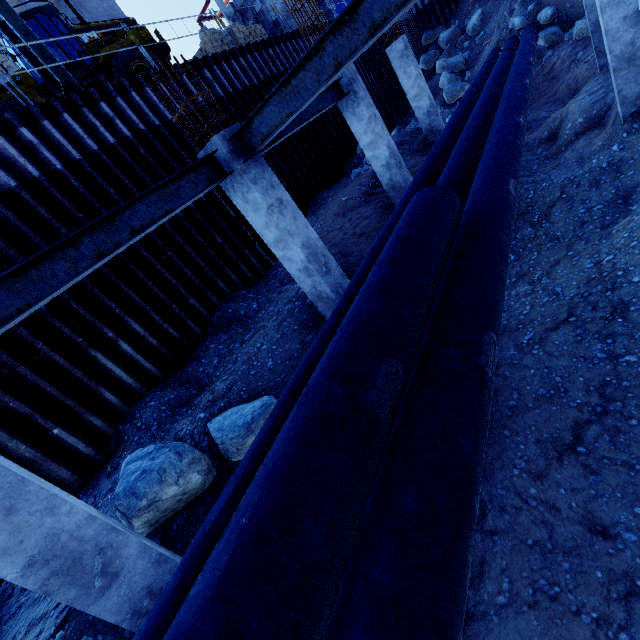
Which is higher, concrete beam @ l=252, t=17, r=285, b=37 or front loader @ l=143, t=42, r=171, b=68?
front loader @ l=143, t=42, r=171, b=68

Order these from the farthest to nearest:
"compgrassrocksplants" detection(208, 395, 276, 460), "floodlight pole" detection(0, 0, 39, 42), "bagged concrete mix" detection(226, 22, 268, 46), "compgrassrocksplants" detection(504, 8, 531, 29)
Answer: "compgrassrocksplants" detection(504, 8, 531, 29), "bagged concrete mix" detection(226, 22, 268, 46), "floodlight pole" detection(0, 0, 39, 42), "compgrassrocksplants" detection(208, 395, 276, 460)

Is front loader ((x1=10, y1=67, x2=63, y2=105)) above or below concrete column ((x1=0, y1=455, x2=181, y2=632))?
above

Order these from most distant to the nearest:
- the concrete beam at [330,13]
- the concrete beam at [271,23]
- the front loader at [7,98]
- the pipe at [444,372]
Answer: the concrete beam at [330,13] → the concrete beam at [271,23] → the front loader at [7,98] → the pipe at [444,372]

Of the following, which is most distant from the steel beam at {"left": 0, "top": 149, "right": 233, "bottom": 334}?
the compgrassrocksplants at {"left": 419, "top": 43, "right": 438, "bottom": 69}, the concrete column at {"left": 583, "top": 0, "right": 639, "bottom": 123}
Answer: the compgrassrocksplants at {"left": 419, "top": 43, "right": 438, "bottom": 69}

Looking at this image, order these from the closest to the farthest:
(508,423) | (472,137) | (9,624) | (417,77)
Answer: (508,423), (9,624), (472,137), (417,77)

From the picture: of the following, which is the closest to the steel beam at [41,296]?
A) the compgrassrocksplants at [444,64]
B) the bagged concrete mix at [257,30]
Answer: the bagged concrete mix at [257,30]

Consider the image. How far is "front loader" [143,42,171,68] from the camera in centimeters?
1132cm
